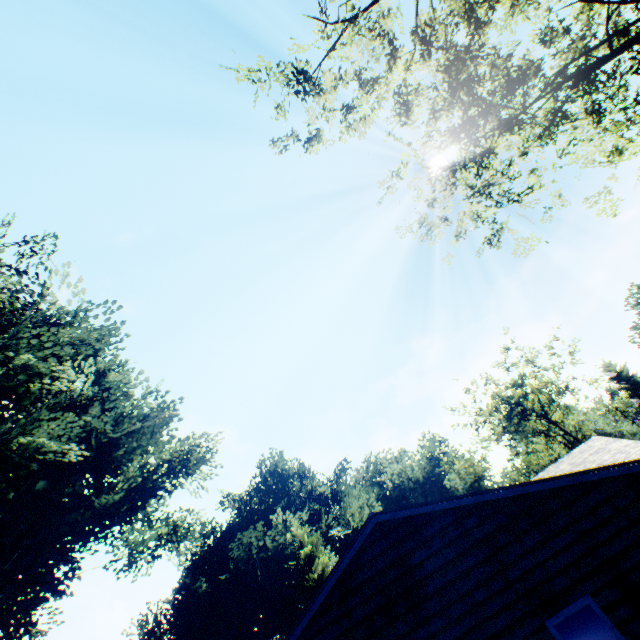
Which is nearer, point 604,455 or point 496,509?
point 496,509

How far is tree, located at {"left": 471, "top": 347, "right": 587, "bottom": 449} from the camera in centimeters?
3994cm

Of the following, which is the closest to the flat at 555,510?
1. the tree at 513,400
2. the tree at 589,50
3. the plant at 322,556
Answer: the plant at 322,556

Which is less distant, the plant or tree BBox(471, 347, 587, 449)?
the plant

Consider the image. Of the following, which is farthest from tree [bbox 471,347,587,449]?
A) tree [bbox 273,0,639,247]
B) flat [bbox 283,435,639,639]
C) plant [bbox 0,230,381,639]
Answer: tree [bbox 273,0,639,247]

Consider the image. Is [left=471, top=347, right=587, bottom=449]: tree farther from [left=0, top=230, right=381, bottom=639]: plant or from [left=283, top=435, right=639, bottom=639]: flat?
[left=0, top=230, right=381, bottom=639]: plant

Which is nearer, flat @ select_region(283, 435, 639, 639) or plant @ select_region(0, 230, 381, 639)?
flat @ select_region(283, 435, 639, 639)
